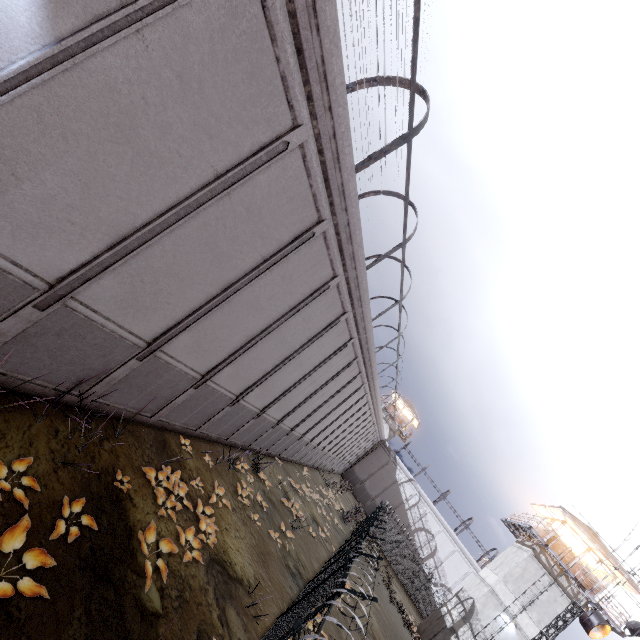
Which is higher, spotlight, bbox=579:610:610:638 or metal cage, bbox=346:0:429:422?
metal cage, bbox=346:0:429:422

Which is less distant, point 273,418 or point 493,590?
point 273,418

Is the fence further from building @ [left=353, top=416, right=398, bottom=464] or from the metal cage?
building @ [left=353, top=416, right=398, bottom=464]

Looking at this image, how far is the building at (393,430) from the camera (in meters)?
47.22

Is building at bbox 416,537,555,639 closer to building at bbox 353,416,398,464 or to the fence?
the fence

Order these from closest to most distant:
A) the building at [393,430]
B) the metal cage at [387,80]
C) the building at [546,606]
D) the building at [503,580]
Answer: the metal cage at [387,80], the building at [546,606], the building at [503,580], the building at [393,430]

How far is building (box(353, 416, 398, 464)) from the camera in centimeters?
4722cm

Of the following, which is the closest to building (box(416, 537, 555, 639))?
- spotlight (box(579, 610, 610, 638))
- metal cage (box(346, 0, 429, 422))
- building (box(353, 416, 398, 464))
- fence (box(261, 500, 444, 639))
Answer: fence (box(261, 500, 444, 639))
